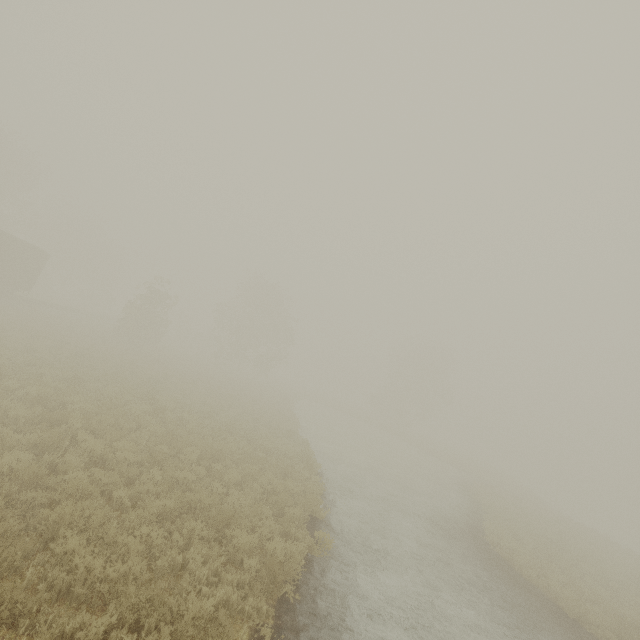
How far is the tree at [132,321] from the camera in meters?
30.6 m

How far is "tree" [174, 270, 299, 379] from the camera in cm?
4250

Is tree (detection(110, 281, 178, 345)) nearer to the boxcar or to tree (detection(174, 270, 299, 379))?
the boxcar

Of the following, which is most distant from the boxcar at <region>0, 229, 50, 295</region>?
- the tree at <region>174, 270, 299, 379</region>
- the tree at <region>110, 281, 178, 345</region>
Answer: the tree at <region>174, 270, 299, 379</region>

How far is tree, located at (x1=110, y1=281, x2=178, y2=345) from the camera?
30.59m

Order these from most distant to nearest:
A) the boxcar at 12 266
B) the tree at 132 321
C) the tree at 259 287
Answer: the tree at 259 287
the tree at 132 321
the boxcar at 12 266

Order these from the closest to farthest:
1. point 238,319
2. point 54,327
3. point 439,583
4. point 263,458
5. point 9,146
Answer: point 439,583
point 263,458
point 54,327
point 9,146
point 238,319
